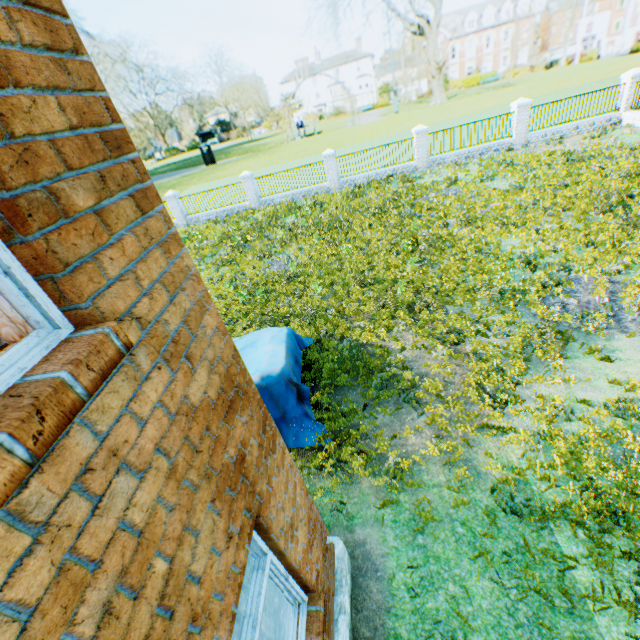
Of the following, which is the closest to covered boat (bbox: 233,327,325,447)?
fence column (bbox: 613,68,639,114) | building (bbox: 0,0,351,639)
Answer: building (bbox: 0,0,351,639)

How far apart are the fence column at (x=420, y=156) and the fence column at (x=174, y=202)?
15.9m

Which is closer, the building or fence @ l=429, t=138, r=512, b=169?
the building

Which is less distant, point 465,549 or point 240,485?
point 240,485

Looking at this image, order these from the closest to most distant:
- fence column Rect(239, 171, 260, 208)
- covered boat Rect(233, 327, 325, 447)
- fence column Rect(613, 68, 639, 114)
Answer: covered boat Rect(233, 327, 325, 447), fence column Rect(613, 68, 639, 114), fence column Rect(239, 171, 260, 208)

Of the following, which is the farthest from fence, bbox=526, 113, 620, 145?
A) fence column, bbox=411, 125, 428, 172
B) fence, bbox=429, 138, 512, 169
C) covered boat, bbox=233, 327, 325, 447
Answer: covered boat, bbox=233, 327, 325, 447

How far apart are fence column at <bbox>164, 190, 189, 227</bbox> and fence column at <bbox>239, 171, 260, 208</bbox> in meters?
4.7

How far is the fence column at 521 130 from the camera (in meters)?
18.00
